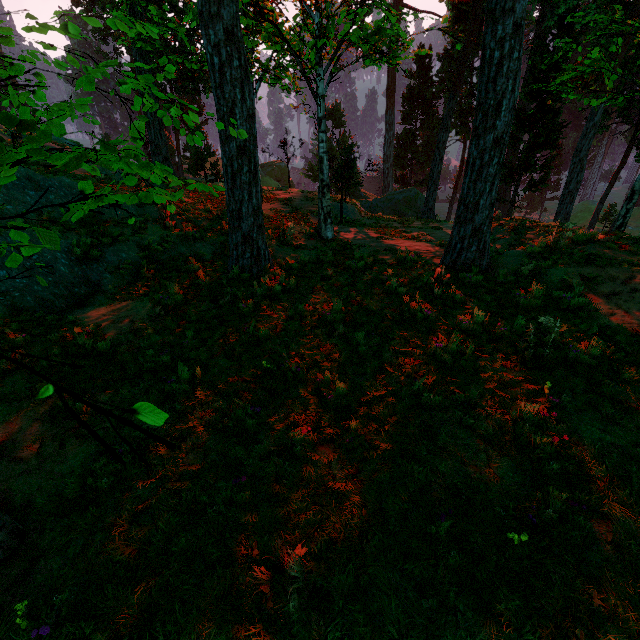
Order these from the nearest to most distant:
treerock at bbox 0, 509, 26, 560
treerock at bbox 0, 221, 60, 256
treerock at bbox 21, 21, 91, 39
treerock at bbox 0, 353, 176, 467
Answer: treerock at bbox 0, 353, 176, 467 → treerock at bbox 0, 221, 60, 256 → treerock at bbox 21, 21, 91, 39 → treerock at bbox 0, 509, 26, 560

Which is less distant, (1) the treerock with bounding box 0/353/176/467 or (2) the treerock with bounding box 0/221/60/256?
(1) the treerock with bounding box 0/353/176/467

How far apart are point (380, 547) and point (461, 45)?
14.75m

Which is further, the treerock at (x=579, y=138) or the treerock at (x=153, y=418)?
the treerock at (x=579, y=138)

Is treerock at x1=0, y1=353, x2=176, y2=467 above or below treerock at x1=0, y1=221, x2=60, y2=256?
below

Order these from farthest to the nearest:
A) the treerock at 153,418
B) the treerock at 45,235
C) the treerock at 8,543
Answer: the treerock at 8,543
the treerock at 45,235
the treerock at 153,418
